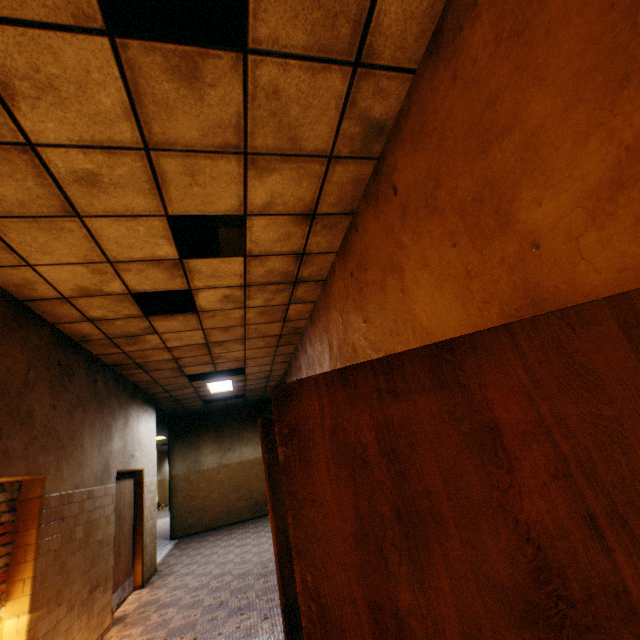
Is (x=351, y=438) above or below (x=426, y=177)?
below

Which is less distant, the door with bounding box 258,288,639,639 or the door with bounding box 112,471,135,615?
the door with bounding box 258,288,639,639

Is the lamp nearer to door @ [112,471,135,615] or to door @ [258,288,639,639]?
door @ [112,471,135,615]

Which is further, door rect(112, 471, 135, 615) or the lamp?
the lamp

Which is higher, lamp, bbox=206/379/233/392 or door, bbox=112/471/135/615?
lamp, bbox=206/379/233/392

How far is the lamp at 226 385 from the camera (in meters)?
8.57

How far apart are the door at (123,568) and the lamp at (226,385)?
2.4 meters
